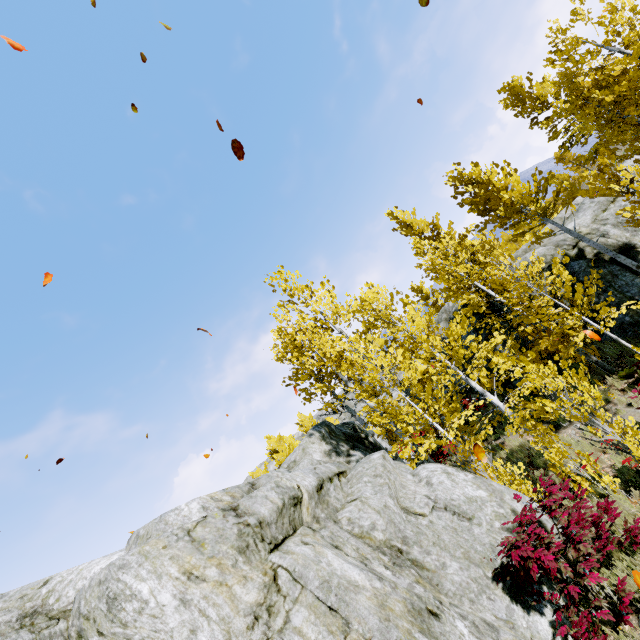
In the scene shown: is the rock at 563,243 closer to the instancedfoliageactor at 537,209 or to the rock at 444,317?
the instancedfoliageactor at 537,209

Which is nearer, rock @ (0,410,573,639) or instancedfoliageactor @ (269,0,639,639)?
rock @ (0,410,573,639)

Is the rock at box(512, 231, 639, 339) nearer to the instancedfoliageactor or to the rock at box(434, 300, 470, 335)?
the instancedfoliageactor

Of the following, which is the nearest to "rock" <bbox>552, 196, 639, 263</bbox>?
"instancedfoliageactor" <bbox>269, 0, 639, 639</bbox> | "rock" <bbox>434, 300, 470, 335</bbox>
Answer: "instancedfoliageactor" <bbox>269, 0, 639, 639</bbox>

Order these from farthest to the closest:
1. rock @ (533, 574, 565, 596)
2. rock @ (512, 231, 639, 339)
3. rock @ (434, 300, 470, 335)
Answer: rock @ (434, 300, 470, 335)
rock @ (512, 231, 639, 339)
rock @ (533, 574, 565, 596)

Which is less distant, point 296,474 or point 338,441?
point 296,474
